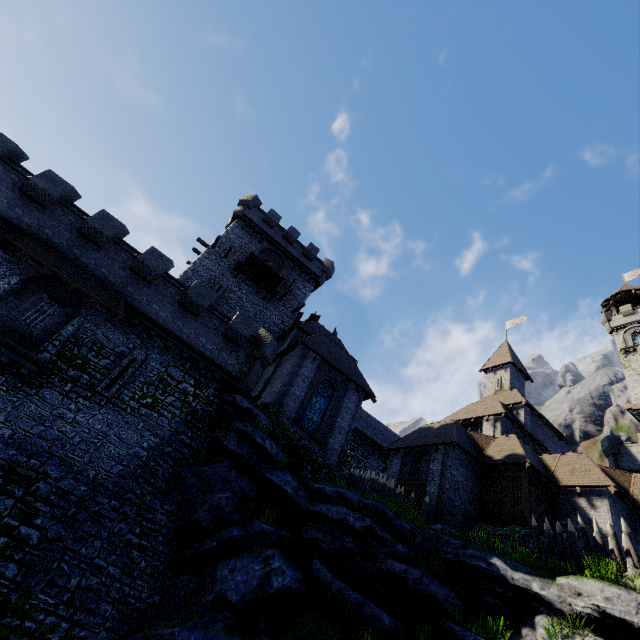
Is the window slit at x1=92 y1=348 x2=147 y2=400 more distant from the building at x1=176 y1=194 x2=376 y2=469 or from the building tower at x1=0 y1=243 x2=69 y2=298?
the building at x1=176 y1=194 x2=376 y2=469

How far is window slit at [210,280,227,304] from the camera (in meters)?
25.69

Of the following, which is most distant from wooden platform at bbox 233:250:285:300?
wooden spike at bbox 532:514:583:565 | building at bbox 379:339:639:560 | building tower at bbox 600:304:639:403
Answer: building tower at bbox 600:304:639:403

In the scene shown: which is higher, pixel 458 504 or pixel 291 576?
pixel 458 504

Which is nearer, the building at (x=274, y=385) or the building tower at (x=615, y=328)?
the building at (x=274, y=385)

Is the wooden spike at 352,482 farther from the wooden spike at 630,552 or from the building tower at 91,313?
the building tower at 91,313

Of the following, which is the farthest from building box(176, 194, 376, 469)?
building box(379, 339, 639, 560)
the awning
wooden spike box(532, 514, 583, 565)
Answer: wooden spike box(532, 514, 583, 565)

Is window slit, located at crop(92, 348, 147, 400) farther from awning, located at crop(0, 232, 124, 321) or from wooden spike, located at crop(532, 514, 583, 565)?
wooden spike, located at crop(532, 514, 583, 565)
